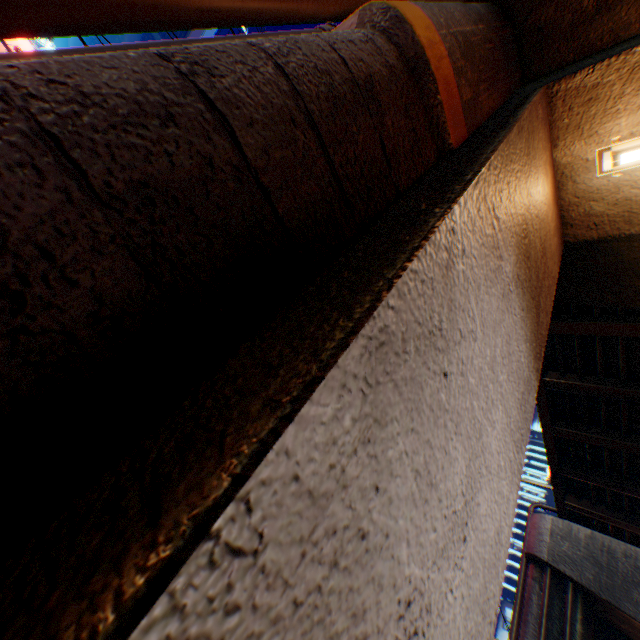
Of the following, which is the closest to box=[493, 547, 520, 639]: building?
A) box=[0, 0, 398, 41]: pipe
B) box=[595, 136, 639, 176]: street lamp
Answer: box=[595, 136, 639, 176]: street lamp

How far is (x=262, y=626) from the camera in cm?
47

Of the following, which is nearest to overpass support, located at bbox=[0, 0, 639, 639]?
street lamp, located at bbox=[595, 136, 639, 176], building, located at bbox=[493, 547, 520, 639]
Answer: street lamp, located at bbox=[595, 136, 639, 176]

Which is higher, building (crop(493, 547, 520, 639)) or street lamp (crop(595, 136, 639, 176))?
building (crop(493, 547, 520, 639))

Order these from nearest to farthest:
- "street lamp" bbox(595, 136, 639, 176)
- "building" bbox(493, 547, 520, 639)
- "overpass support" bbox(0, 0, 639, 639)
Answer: "overpass support" bbox(0, 0, 639, 639) < "street lamp" bbox(595, 136, 639, 176) < "building" bbox(493, 547, 520, 639)

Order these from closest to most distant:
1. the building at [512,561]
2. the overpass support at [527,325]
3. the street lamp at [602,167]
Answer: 1. the overpass support at [527,325]
2. the street lamp at [602,167]
3. the building at [512,561]

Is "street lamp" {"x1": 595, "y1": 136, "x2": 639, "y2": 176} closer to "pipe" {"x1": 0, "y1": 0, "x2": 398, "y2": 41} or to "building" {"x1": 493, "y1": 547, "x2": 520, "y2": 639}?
"pipe" {"x1": 0, "y1": 0, "x2": 398, "y2": 41}

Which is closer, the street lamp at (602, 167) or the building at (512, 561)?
the street lamp at (602, 167)
